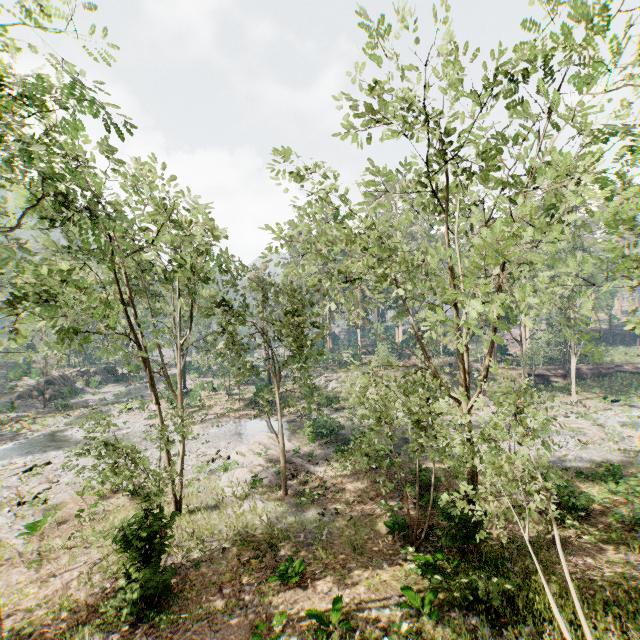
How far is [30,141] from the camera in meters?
8.5

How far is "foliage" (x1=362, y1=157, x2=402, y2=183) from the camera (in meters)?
9.62

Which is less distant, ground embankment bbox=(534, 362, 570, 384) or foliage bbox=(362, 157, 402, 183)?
foliage bbox=(362, 157, 402, 183)

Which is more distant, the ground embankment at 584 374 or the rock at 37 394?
the ground embankment at 584 374

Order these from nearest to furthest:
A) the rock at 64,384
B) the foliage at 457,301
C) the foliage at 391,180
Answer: the foliage at 457,301, the foliage at 391,180, the rock at 64,384

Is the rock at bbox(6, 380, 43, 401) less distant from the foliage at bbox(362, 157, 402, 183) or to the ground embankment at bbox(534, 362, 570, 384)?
the foliage at bbox(362, 157, 402, 183)

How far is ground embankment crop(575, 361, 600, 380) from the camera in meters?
43.7

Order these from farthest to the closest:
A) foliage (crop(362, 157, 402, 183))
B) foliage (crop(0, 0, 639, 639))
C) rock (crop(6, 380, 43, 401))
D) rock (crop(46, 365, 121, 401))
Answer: rock (crop(46, 365, 121, 401)), rock (crop(6, 380, 43, 401)), foliage (crop(362, 157, 402, 183)), foliage (crop(0, 0, 639, 639))
